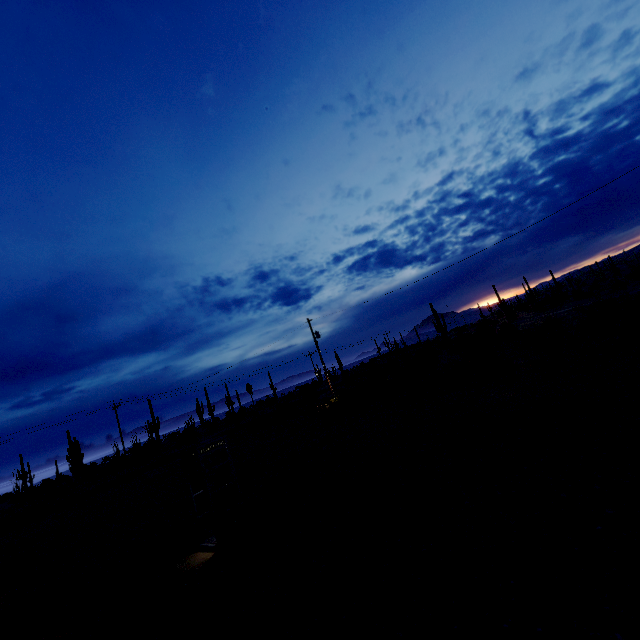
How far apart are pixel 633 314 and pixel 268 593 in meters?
19.2 m

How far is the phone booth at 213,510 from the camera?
8.6m

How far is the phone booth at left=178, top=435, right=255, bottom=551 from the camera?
8.62m
